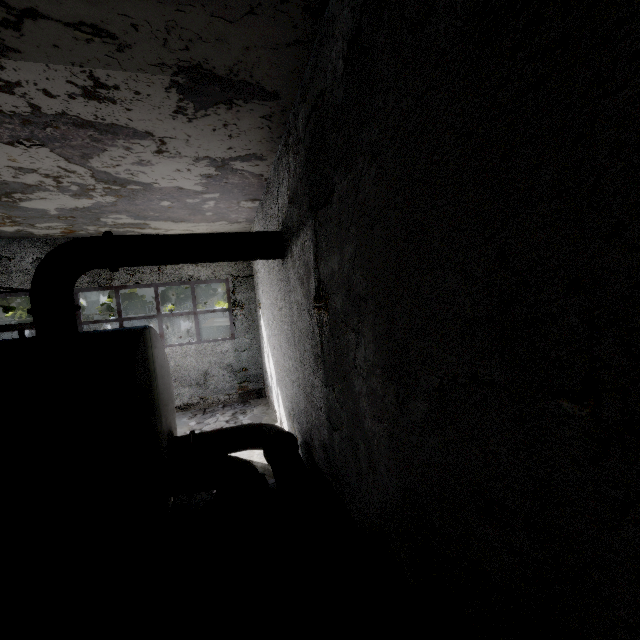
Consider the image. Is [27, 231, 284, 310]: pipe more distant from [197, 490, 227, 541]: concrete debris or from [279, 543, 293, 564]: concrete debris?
[197, 490, 227, 541]: concrete debris

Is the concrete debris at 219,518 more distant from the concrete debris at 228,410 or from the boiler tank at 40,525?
the concrete debris at 228,410

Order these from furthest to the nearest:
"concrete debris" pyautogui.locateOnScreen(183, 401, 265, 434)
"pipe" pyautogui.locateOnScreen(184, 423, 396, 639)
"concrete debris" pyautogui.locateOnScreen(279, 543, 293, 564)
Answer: "concrete debris" pyautogui.locateOnScreen(183, 401, 265, 434)
"concrete debris" pyautogui.locateOnScreen(279, 543, 293, 564)
"pipe" pyautogui.locateOnScreen(184, 423, 396, 639)

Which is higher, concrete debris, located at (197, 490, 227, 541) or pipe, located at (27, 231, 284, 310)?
pipe, located at (27, 231, 284, 310)

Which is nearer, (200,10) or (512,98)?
(512,98)

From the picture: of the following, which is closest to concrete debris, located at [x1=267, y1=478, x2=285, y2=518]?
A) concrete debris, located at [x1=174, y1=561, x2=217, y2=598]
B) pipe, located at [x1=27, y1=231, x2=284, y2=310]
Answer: concrete debris, located at [x1=174, y1=561, x2=217, y2=598]

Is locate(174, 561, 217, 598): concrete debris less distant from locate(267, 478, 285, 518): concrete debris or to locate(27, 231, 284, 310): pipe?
locate(267, 478, 285, 518): concrete debris

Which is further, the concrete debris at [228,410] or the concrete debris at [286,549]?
the concrete debris at [228,410]
